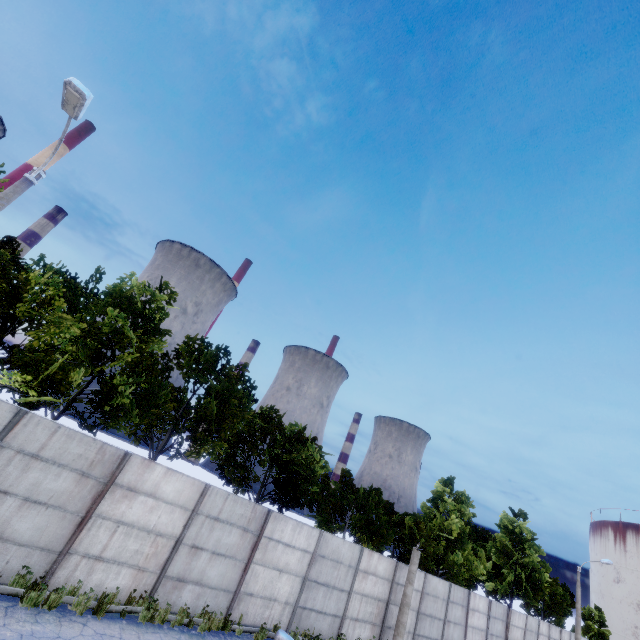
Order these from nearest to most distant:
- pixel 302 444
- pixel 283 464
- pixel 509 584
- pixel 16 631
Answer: pixel 16 631 → pixel 283 464 → pixel 302 444 → pixel 509 584

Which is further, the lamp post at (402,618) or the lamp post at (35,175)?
the lamp post at (402,618)

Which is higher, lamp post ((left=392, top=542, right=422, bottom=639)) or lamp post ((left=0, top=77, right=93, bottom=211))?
lamp post ((left=0, top=77, right=93, bottom=211))

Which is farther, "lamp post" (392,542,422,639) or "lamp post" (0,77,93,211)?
"lamp post" (392,542,422,639)

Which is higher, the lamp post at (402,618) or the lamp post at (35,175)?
the lamp post at (35,175)
